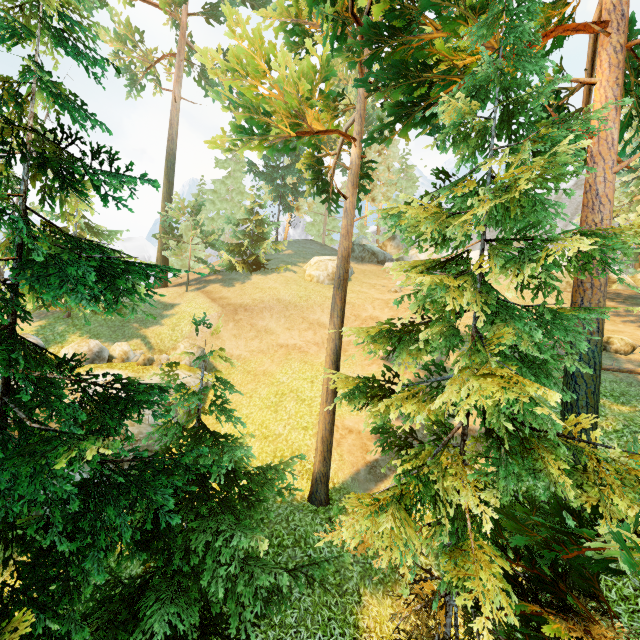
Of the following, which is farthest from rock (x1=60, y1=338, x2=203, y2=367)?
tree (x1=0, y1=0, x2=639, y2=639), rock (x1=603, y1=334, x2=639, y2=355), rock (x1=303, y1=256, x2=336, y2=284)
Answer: rock (x1=603, y1=334, x2=639, y2=355)

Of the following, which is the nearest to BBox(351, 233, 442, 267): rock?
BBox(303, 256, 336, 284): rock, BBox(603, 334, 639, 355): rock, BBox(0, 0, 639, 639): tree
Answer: BBox(303, 256, 336, 284): rock

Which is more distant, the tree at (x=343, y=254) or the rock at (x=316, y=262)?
the rock at (x=316, y=262)

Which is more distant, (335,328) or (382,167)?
(382,167)

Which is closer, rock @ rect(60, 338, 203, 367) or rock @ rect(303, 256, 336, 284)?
rock @ rect(60, 338, 203, 367)

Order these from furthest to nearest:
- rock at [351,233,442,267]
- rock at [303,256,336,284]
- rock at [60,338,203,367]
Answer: rock at [351,233,442,267], rock at [303,256,336,284], rock at [60,338,203,367]

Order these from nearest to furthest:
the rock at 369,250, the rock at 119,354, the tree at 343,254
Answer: the tree at 343,254
the rock at 119,354
the rock at 369,250

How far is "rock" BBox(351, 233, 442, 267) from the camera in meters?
33.5 m
